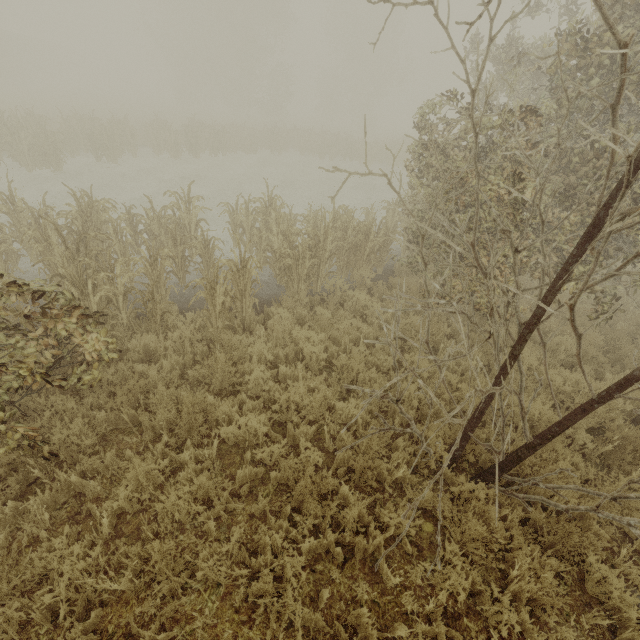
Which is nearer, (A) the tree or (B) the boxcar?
(A) the tree

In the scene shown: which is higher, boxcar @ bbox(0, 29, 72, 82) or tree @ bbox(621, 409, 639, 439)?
boxcar @ bbox(0, 29, 72, 82)

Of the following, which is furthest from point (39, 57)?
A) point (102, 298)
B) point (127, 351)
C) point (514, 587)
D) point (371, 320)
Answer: point (514, 587)

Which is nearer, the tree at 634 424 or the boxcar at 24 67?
the tree at 634 424

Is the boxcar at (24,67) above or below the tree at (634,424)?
above
